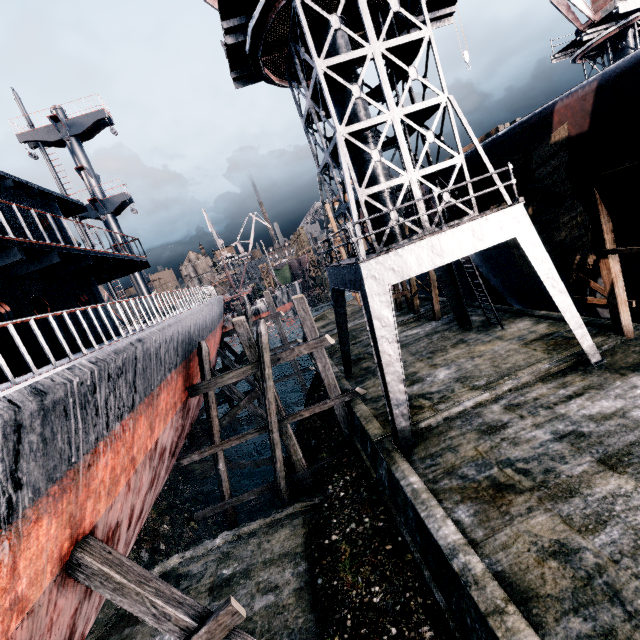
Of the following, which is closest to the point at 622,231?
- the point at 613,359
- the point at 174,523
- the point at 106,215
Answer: the point at 613,359

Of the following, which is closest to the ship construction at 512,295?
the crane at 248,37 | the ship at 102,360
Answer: the crane at 248,37

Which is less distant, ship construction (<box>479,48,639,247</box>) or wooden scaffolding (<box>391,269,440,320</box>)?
ship construction (<box>479,48,639,247</box>)

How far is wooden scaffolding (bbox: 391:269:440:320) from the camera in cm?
2075

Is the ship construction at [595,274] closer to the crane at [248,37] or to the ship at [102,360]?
the crane at [248,37]

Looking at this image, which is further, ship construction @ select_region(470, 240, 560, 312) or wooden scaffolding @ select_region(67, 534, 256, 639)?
ship construction @ select_region(470, 240, 560, 312)

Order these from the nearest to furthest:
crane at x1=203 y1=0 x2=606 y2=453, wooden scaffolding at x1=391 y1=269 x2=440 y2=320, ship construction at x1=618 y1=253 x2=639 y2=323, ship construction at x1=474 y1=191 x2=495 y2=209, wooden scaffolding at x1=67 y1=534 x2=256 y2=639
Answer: wooden scaffolding at x1=67 y1=534 x2=256 y2=639, crane at x1=203 y1=0 x2=606 y2=453, ship construction at x1=618 y1=253 x2=639 y2=323, ship construction at x1=474 y1=191 x2=495 y2=209, wooden scaffolding at x1=391 y1=269 x2=440 y2=320

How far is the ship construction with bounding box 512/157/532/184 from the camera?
11.8m
